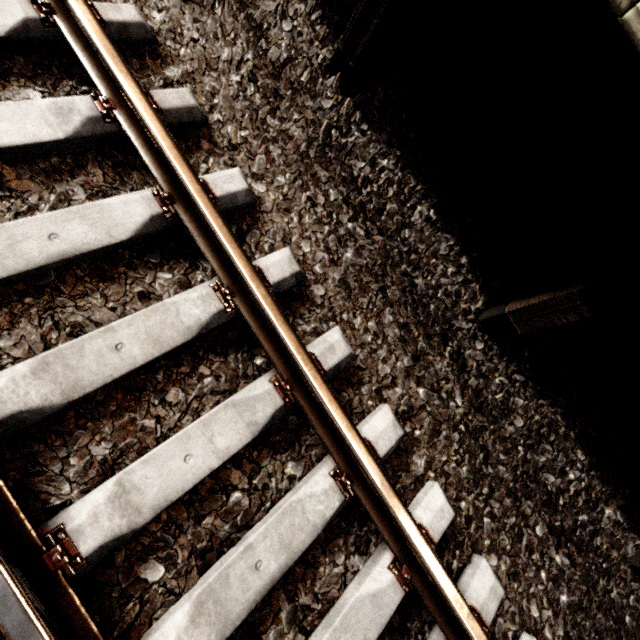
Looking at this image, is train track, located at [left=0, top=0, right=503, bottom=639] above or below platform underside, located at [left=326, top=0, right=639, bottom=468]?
below

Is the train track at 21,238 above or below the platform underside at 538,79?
below

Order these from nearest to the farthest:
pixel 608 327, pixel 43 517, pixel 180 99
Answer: pixel 43 517, pixel 180 99, pixel 608 327
